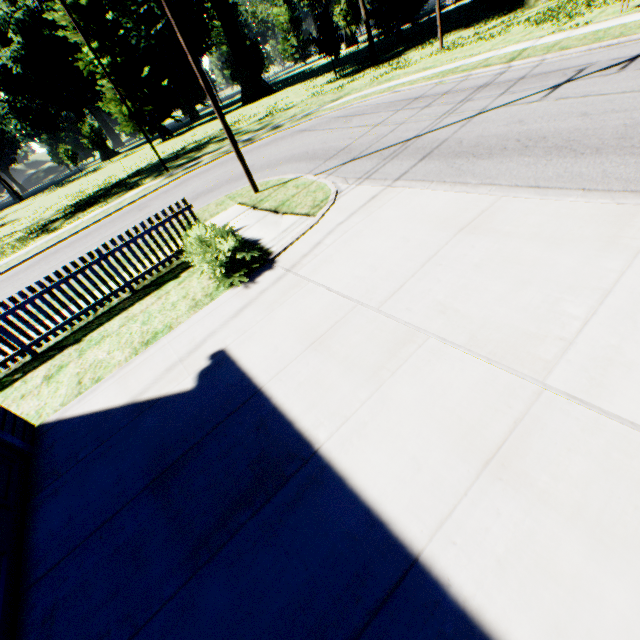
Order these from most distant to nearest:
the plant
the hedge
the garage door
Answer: the plant
the hedge
the garage door

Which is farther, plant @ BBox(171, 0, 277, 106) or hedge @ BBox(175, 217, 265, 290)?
plant @ BBox(171, 0, 277, 106)

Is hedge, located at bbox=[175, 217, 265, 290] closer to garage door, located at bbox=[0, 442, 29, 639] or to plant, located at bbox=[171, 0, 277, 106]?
garage door, located at bbox=[0, 442, 29, 639]

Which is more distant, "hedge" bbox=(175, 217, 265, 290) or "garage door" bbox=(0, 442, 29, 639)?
"hedge" bbox=(175, 217, 265, 290)

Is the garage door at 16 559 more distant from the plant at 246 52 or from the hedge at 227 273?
the plant at 246 52

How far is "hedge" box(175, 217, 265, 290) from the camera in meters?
6.4

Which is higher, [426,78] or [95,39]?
[95,39]

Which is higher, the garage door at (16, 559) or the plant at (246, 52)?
the plant at (246, 52)
